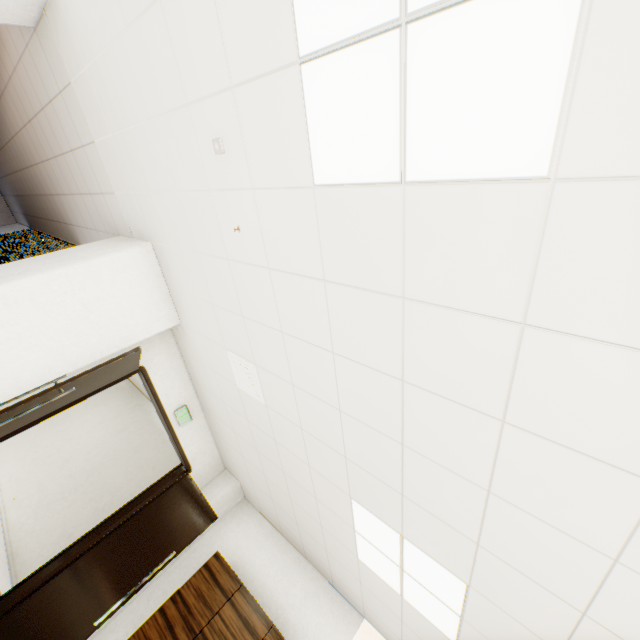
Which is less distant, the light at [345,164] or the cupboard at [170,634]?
the light at [345,164]

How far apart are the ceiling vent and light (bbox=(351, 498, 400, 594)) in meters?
1.2

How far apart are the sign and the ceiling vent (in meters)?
1.65

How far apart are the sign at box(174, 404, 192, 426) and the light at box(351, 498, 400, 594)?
2.87m

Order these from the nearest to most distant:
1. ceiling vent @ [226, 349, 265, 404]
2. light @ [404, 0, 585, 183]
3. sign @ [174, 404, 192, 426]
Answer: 1. light @ [404, 0, 585, 183]
2. ceiling vent @ [226, 349, 265, 404]
3. sign @ [174, 404, 192, 426]

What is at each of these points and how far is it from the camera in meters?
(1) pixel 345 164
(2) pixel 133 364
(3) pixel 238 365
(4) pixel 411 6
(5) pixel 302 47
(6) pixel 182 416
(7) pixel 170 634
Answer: (1) light, 1.4 m
(2) door, 3.7 m
(3) ceiling vent, 3.2 m
(4) light, 1.0 m
(5) light, 1.3 m
(6) sign, 4.6 m
(7) cupboard, 3.6 m

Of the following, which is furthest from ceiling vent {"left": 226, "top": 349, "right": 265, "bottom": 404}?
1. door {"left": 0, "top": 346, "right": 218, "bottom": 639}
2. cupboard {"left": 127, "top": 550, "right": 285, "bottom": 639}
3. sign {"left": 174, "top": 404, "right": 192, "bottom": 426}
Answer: cupboard {"left": 127, "top": 550, "right": 285, "bottom": 639}

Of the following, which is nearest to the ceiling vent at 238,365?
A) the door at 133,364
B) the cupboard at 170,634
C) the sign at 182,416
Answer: the door at 133,364
